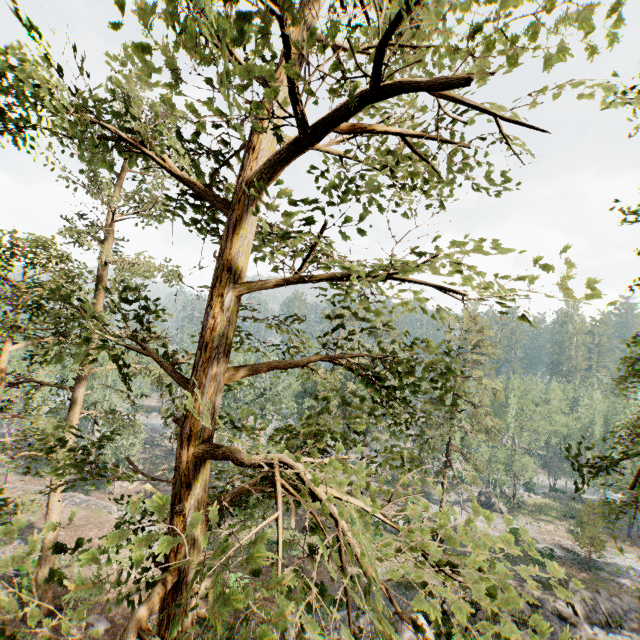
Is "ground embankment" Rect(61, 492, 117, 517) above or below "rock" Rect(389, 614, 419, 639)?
below

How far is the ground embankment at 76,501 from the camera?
35.1m

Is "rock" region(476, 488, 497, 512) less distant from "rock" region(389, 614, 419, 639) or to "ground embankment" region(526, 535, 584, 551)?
"ground embankment" region(526, 535, 584, 551)

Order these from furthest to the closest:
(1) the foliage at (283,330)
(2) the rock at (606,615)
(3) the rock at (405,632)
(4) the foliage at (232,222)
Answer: (2) the rock at (606,615) < (3) the rock at (405,632) < (1) the foliage at (283,330) < (4) the foliage at (232,222)

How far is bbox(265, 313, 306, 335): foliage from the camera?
6.0m

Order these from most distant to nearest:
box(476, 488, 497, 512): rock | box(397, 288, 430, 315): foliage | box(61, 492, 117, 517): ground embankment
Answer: box(476, 488, 497, 512): rock → box(61, 492, 117, 517): ground embankment → box(397, 288, 430, 315): foliage

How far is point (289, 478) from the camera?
3.24m

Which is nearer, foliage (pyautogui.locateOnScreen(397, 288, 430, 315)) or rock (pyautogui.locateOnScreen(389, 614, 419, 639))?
foliage (pyautogui.locateOnScreen(397, 288, 430, 315))
